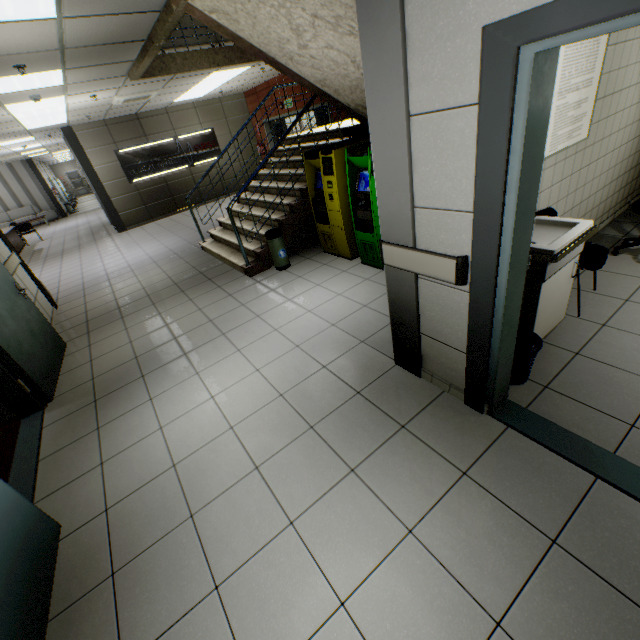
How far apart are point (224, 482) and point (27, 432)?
2.4 meters

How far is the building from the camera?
5.77m

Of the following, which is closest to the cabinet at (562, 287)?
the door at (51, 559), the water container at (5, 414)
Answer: the door at (51, 559)

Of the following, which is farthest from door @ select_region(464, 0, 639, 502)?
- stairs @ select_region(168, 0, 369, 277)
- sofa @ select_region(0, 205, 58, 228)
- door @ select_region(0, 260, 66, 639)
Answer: sofa @ select_region(0, 205, 58, 228)

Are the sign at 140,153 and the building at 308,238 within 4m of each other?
no

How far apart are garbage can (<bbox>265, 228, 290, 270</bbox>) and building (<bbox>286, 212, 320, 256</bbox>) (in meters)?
0.36

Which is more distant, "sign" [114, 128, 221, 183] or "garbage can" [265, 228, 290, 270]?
"sign" [114, 128, 221, 183]

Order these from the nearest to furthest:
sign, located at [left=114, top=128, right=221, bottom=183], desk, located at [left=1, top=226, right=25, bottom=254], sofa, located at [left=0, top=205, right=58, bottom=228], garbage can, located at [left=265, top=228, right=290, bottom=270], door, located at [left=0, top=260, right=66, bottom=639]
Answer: door, located at [left=0, top=260, right=66, bottom=639] < garbage can, located at [left=265, top=228, right=290, bottom=270] < sign, located at [left=114, top=128, right=221, bottom=183] < desk, located at [left=1, top=226, right=25, bottom=254] < sofa, located at [left=0, top=205, right=58, bottom=228]
